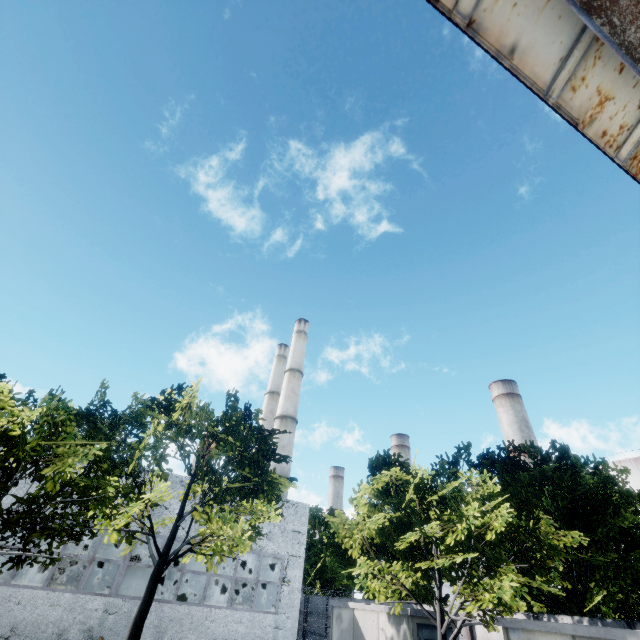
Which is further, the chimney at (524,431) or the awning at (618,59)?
the chimney at (524,431)

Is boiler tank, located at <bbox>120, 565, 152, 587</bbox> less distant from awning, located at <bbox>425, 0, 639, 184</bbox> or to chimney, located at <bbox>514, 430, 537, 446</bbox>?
awning, located at <bbox>425, 0, 639, 184</bbox>

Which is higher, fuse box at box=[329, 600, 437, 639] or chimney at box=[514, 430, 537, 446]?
chimney at box=[514, 430, 537, 446]

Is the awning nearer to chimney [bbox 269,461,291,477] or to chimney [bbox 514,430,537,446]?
chimney [bbox 269,461,291,477]

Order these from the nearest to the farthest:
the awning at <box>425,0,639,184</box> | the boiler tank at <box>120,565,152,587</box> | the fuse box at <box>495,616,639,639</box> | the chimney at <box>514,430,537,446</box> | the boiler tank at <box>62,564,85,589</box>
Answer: the awning at <box>425,0,639,184</box>, the fuse box at <box>495,616,639,639</box>, the boiler tank at <box>62,564,85,589</box>, the boiler tank at <box>120,565,152,587</box>, the chimney at <box>514,430,537,446</box>

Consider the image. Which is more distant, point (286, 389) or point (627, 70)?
point (286, 389)

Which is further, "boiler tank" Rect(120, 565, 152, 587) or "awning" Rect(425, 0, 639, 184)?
"boiler tank" Rect(120, 565, 152, 587)

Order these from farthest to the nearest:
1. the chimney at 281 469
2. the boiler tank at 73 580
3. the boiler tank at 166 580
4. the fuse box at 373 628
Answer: the chimney at 281 469 < the boiler tank at 166 580 < the boiler tank at 73 580 < the fuse box at 373 628
